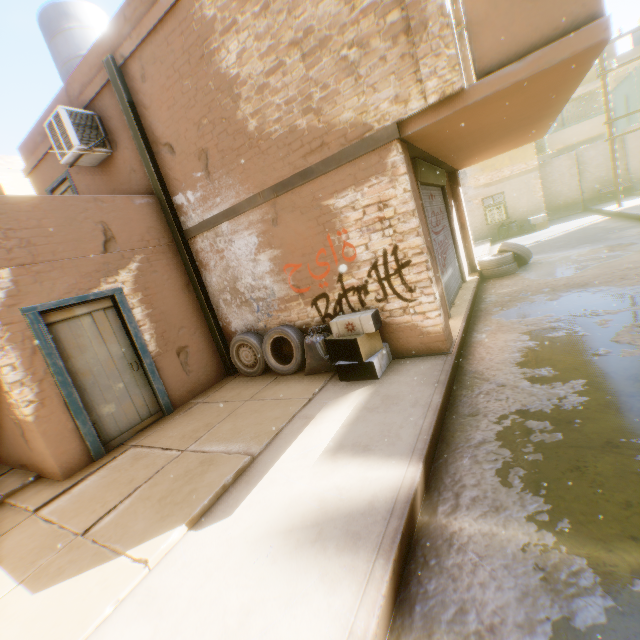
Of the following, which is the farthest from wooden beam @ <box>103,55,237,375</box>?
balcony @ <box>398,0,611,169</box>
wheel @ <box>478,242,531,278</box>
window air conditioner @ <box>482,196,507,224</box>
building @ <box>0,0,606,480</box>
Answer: window air conditioner @ <box>482,196,507,224</box>

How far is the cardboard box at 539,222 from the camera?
16.20m

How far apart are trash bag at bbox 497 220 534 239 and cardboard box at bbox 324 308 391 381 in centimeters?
1568cm

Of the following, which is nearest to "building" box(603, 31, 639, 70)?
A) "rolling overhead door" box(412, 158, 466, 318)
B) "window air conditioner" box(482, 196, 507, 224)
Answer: "rolling overhead door" box(412, 158, 466, 318)

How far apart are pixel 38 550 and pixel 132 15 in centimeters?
824cm

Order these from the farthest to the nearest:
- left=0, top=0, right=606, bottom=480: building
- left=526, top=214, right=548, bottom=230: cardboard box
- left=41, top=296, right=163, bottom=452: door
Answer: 1. left=526, top=214, right=548, bottom=230: cardboard box
2. left=41, top=296, right=163, bottom=452: door
3. left=0, top=0, right=606, bottom=480: building

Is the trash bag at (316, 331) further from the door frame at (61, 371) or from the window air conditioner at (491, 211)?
the window air conditioner at (491, 211)

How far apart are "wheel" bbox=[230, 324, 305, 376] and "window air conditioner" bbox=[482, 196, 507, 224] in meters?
15.6 m
